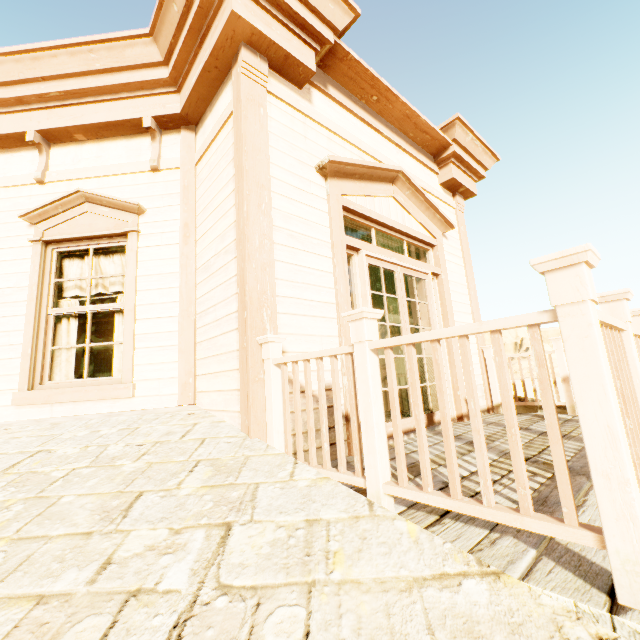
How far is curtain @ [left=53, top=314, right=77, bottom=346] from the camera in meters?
3.7

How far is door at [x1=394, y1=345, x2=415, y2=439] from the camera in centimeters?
355cm

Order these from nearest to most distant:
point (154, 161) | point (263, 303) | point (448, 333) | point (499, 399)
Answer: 1. point (448, 333)
2. point (263, 303)
3. point (154, 161)
4. point (499, 399)

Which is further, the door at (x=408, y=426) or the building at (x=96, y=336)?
the building at (x=96, y=336)

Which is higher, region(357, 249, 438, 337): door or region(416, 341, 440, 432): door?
region(357, 249, 438, 337): door

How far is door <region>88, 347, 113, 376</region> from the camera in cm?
1084

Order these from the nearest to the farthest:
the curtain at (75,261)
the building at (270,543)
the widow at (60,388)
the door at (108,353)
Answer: the building at (270,543) → the widow at (60,388) → the curtain at (75,261) → the door at (108,353)
